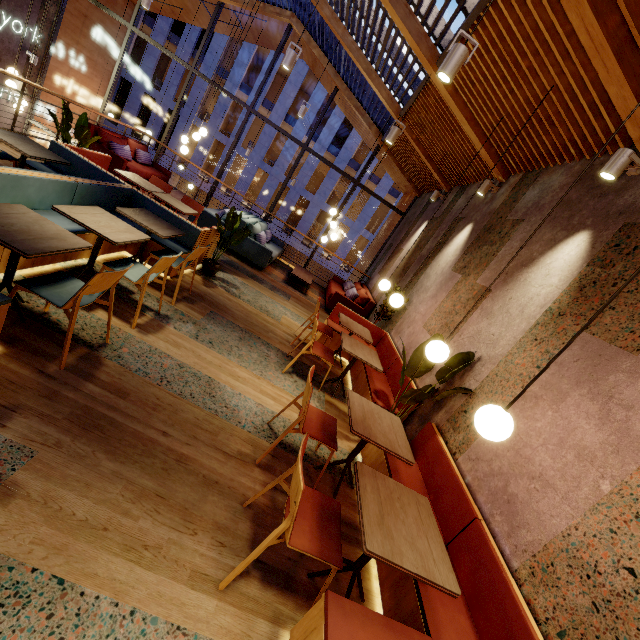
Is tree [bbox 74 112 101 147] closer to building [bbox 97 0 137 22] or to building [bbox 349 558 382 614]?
building [bbox 349 558 382 614]

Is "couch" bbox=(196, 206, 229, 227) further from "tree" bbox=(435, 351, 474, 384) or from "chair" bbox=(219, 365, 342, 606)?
"chair" bbox=(219, 365, 342, 606)

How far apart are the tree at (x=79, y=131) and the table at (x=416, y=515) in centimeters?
631cm

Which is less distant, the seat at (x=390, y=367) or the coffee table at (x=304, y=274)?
the seat at (x=390, y=367)

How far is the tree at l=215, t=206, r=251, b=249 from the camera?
5.4 meters

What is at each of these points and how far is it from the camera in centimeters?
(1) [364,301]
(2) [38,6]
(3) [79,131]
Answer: (1) couch, 841cm
(2) building, 888cm
(3) tree, 511cm

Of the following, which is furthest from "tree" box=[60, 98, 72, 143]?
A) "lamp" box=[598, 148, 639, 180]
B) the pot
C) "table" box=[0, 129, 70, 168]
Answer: "lamp" box=[598, 148, 639, 180]

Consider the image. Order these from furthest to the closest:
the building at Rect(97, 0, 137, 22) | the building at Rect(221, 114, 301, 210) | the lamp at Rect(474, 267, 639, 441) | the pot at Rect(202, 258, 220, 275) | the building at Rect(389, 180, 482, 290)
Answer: the building at Rect(221, 114, 301, 210)
the building at Rect(97, 0, 137, 22)
the building at Rect(389, 180, 482, 290)
the pot at Rect(202, 258, 220, 275)
the lamp at Rect(474, 267, 639, 441)
